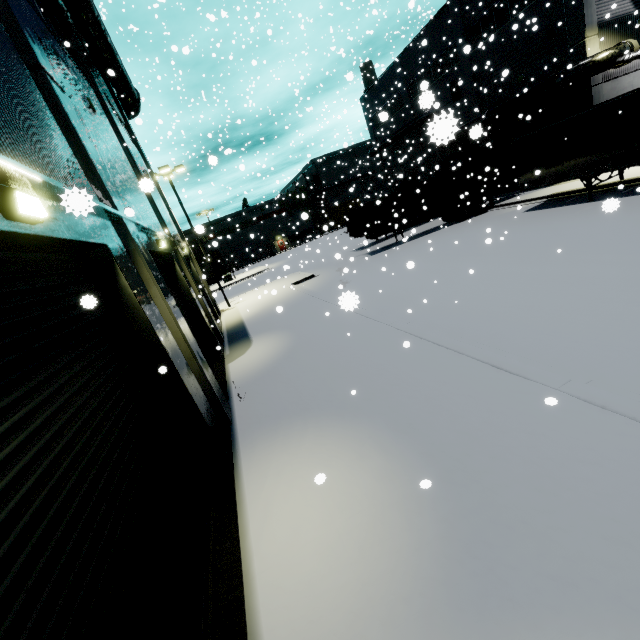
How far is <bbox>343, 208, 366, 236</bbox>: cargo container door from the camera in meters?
23.1

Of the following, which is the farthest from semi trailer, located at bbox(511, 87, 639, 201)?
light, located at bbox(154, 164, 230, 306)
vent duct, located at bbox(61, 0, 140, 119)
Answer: light, located at bbox(154, 164, 230, 306)

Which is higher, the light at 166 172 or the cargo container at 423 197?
the light at 166 172

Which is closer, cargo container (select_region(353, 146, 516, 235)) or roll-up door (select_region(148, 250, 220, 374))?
roll-up door (select_region(148, 250, 220, 374))

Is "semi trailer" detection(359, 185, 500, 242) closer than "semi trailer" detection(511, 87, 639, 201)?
No

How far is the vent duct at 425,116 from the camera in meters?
30.1

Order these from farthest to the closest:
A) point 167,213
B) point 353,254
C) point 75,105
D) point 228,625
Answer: point 353,254
point 167,213
point 75,105
point 228,625

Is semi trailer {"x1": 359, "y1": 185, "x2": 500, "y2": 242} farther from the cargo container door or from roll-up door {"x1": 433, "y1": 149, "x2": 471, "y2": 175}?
roll-up door {"x1": 433, "y1": 149, "x2": 471, "y2": 175}
